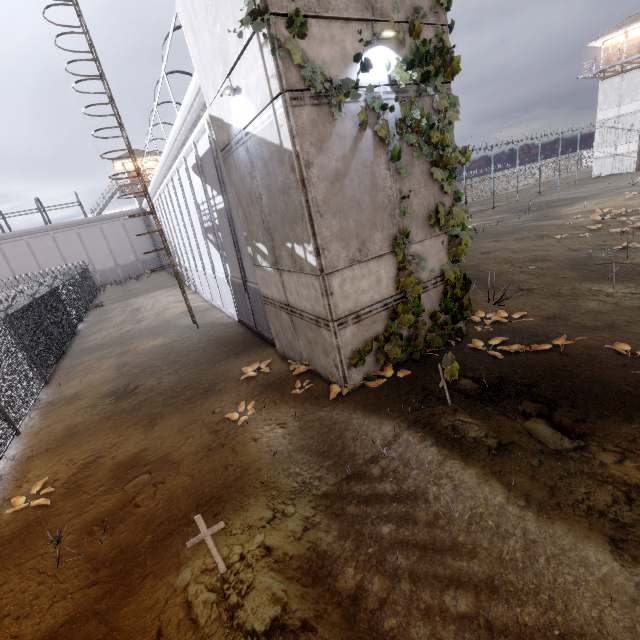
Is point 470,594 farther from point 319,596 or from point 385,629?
point 319,596

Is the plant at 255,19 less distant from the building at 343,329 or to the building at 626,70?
the building at 343,329

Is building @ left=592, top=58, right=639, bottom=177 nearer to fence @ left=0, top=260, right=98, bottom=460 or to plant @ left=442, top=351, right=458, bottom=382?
fence @ left=0, top=260, right=98, bottom=460

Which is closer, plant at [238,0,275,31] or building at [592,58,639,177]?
plant at [238,0,275,31]

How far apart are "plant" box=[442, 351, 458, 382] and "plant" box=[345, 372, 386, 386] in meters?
1.7

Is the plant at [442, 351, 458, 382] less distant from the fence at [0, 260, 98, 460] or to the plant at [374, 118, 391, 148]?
the plant at [374, 118, 391, 148]

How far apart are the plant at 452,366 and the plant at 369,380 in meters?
1.7

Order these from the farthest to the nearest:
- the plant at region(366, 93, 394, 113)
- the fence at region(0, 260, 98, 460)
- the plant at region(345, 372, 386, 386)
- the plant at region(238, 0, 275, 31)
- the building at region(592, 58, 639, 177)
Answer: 1. the building at region(592, 58, 639, 177)
2. the fence at region(0, 260, 98, 460)
3. the plant at region(345, 372, 386, 386)
4. the plant at region(366, 93, 394, 113)
5. the plant at region(238, 0, 275, 31)
